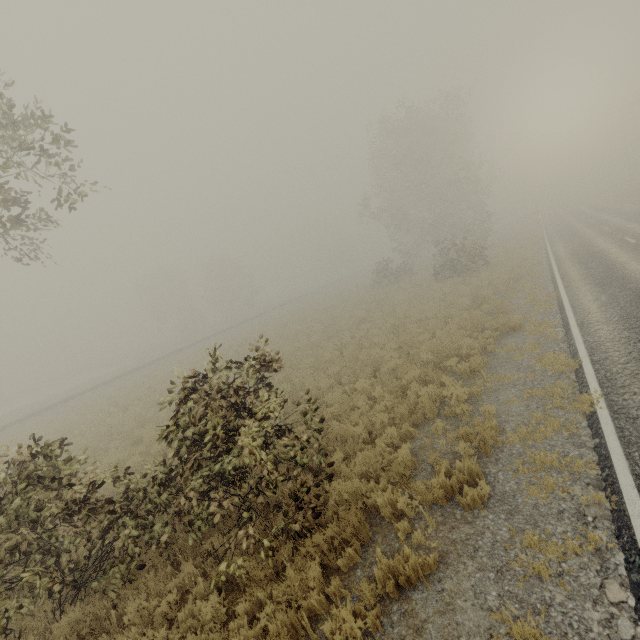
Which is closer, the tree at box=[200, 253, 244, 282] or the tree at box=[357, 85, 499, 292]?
the tree at box=[357, 85, 499, 292]

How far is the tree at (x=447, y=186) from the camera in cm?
3122

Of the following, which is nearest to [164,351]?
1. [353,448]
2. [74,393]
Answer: [74,393]

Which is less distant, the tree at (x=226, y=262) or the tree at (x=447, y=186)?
the tree at (x=447, y=186)

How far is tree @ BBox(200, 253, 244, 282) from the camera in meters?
56.6 m
